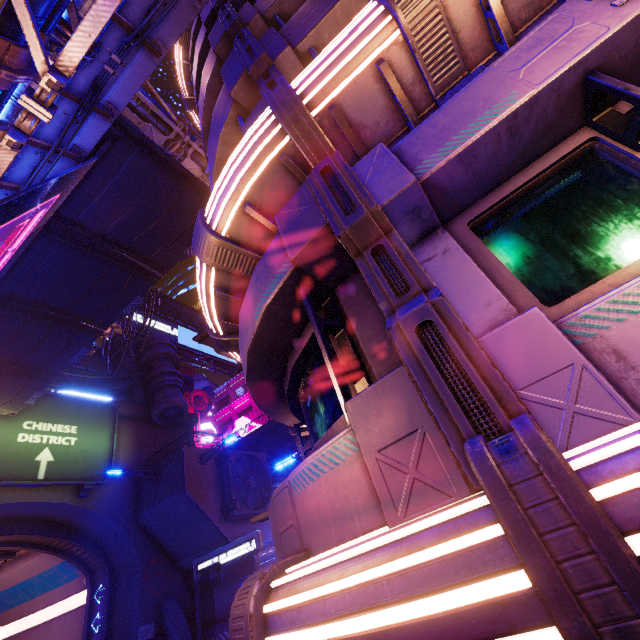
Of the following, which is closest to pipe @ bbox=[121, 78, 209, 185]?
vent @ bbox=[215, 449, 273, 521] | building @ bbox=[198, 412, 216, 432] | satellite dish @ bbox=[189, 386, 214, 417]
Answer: satellite dish @ bbox=[189, 386, 214, 417]

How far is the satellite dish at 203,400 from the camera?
49.22m

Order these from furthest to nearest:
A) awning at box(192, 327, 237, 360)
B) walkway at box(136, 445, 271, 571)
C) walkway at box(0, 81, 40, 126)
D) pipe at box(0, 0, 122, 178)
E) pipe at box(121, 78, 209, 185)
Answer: walkway at box(136, 445, 271, 571) < pipe at box(121, 78, 209, 185) < awning at box(192, 327, 237, 360) < walkway at box(0, 81, 40, 126) < pipe at box(0, 0, 122, 178)

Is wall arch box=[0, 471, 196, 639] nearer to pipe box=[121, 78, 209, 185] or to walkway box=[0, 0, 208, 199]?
walkway box=[0, 0, 208, 199]

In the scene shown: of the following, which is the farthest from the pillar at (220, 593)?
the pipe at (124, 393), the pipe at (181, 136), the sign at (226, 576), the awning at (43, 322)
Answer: the awning at (43, 322)

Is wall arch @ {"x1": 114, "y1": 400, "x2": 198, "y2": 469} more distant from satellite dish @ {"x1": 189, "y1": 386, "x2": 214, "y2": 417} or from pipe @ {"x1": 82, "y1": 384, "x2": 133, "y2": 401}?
satellite dish @ {"x1": 189, "y1": 386, "x2": 214, "y2": 417}

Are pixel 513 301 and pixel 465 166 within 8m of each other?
yes

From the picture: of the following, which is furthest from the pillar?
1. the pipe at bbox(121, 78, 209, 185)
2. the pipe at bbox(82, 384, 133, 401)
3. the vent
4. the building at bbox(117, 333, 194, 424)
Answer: the pipe at bbox(82, 384, 133, 401)
